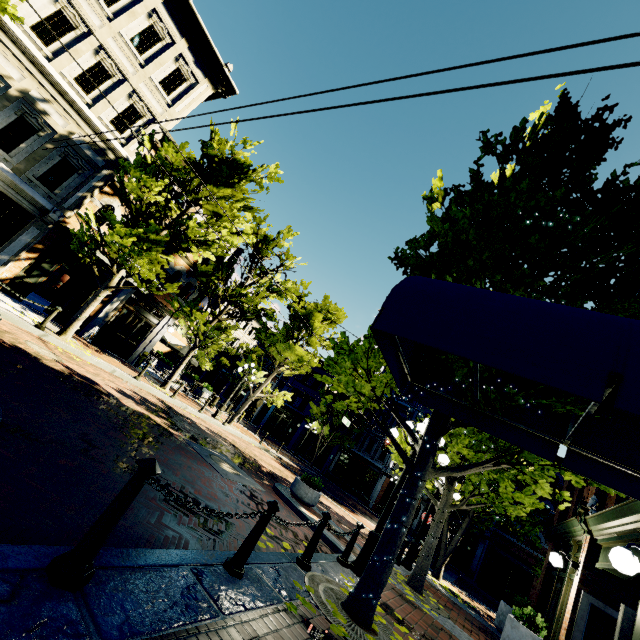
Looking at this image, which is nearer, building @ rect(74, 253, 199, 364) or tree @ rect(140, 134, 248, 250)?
tree @ rect(140, 134, 248, 250)

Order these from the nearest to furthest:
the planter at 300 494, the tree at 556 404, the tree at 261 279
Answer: the tree at 556 404
the planter at 300 494
the tree at 261 279

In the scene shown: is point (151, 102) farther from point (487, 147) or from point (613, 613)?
point (613, 613)

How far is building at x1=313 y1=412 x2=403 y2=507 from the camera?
30.7 meters

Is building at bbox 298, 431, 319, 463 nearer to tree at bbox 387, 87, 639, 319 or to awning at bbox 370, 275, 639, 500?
tree at bbox 387, 87, 639, 319

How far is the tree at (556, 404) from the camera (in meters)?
3.76

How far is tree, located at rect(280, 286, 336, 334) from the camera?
18.4 meters

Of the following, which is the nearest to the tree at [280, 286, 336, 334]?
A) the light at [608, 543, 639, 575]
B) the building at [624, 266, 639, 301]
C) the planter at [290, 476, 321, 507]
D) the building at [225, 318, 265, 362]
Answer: the building at [624, 266, 639, 301]
